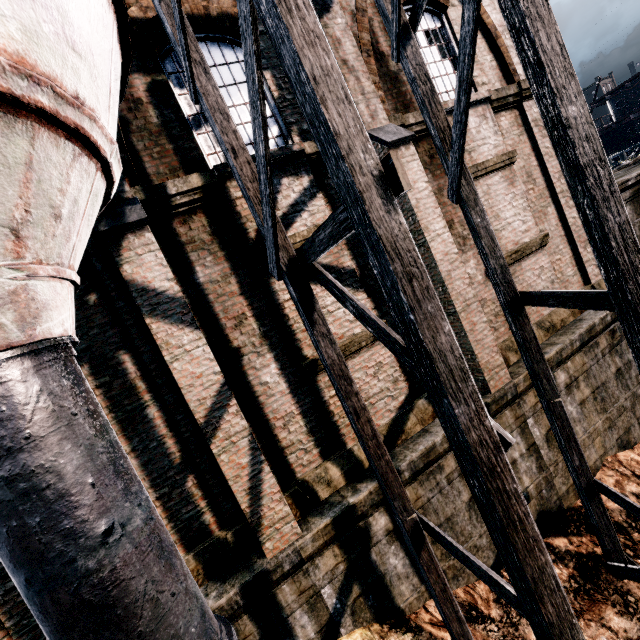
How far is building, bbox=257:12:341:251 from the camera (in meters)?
6.80

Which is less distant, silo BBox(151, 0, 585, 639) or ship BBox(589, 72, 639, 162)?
silo BBox(151, 0, 585, 639)

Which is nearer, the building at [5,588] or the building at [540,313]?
the building at [5,588]

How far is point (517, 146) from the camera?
9.5m

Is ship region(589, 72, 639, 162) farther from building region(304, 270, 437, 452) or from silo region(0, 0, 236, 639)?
silo region(0, 0, 236, 639)

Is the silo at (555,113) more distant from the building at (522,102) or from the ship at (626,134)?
the ship at (626,134)

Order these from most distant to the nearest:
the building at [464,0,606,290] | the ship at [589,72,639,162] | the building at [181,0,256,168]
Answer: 1. the ship at [589,72,639,162]
2. the building at [464,0,606,290]
3. the building at [181,0,256,168]
